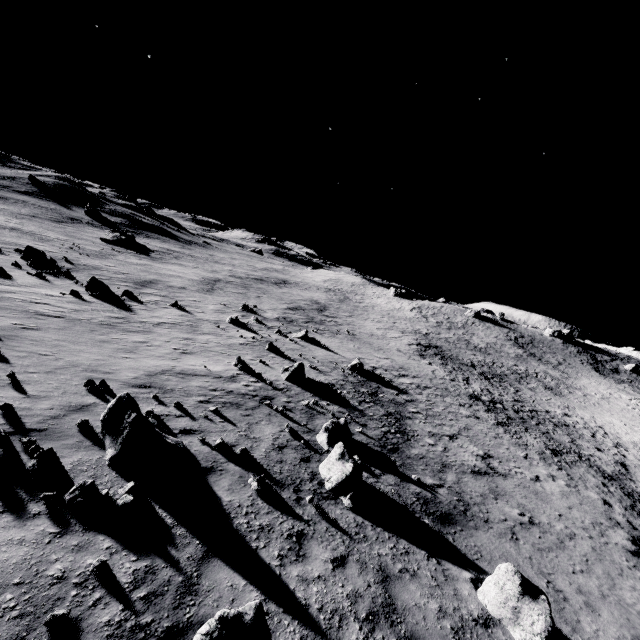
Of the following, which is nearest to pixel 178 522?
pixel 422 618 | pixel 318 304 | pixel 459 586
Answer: pixel 422 618

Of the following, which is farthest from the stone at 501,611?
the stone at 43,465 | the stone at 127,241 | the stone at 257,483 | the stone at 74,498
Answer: the stone at 127,241

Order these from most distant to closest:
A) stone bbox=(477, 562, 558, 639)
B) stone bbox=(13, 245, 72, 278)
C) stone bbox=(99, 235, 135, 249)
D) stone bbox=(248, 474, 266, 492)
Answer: stone bbox=(99, 235, 135, 249) → stone bbox=(13, 245, 72, 278) → stone bbox=(248, 474, 266, 492) → stone bbox=(477, 562, 558, 639)

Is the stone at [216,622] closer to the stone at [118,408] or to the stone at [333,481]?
the stone at [118,408]

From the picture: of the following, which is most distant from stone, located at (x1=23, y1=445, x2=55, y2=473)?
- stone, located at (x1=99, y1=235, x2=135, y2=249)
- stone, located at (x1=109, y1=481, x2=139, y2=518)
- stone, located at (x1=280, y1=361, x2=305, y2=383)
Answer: stone, located at (x1=99, y1=235, x2=135, y2=249)

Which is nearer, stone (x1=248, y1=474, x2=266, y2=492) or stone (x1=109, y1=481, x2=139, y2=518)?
stone (x1=109, y1=481, x2=139, y2=518)

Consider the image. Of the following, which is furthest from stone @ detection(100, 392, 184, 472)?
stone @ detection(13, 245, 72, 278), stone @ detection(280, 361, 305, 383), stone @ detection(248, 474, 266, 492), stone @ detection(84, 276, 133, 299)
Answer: stone @ detection(13, 245, 72, 278)

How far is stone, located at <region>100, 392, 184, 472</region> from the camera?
Answer: 7.7 meters
